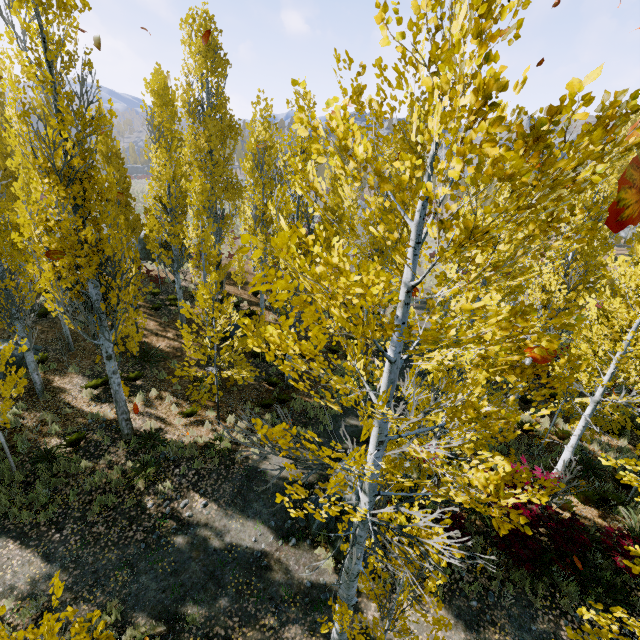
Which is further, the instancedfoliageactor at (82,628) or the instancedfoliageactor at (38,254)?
the instancedfoliageactor at (82,628)

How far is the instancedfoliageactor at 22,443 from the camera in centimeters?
976cm

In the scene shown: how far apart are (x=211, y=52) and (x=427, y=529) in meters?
20.1 m

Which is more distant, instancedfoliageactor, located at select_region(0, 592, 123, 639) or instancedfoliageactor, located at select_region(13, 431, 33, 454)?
instancedfoliageactor, located at select_region(13, 431, 33, 454)

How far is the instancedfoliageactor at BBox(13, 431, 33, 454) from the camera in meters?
9.8

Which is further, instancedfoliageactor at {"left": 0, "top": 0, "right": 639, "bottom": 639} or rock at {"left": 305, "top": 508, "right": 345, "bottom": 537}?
rock at {"left": 305, "top": 508, "right": 345, "bottom": 537}
